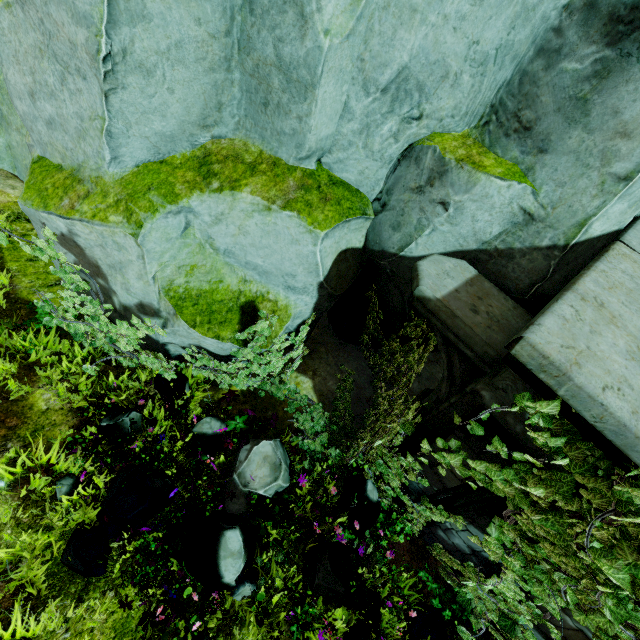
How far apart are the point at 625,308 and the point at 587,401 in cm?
114

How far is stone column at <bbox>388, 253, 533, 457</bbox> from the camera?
2.86m

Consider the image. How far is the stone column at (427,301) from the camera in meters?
2.9
